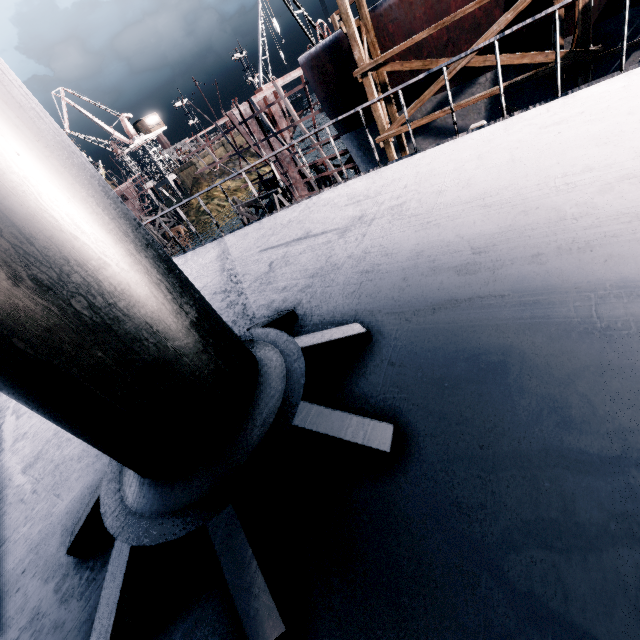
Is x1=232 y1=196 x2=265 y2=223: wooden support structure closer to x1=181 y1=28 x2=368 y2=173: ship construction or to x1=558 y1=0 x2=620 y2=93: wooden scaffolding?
x1=181 y1=28 x2=368 y2=173: ship construction

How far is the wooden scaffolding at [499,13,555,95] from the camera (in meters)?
12.53

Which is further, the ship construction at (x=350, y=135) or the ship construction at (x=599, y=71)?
the ship construction at (x=350, y=135)

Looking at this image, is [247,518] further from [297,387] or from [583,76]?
[583,76]

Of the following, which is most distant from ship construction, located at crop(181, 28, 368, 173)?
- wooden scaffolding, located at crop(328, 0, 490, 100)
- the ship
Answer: the ship
